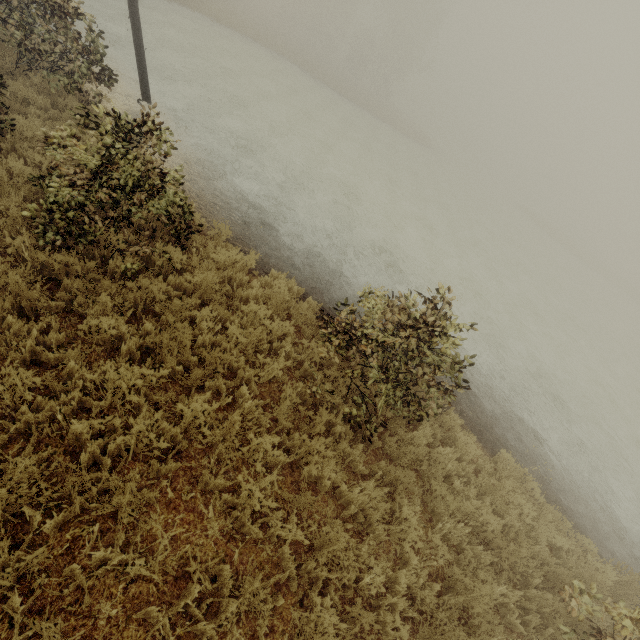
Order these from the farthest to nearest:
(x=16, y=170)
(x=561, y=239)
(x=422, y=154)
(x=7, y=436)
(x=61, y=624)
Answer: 1. (x=561, y=239)
2. (x=422, y=154)
3. (x=16, y=170)
4. (x=7, y=436)
5. (x=61, y=624)
